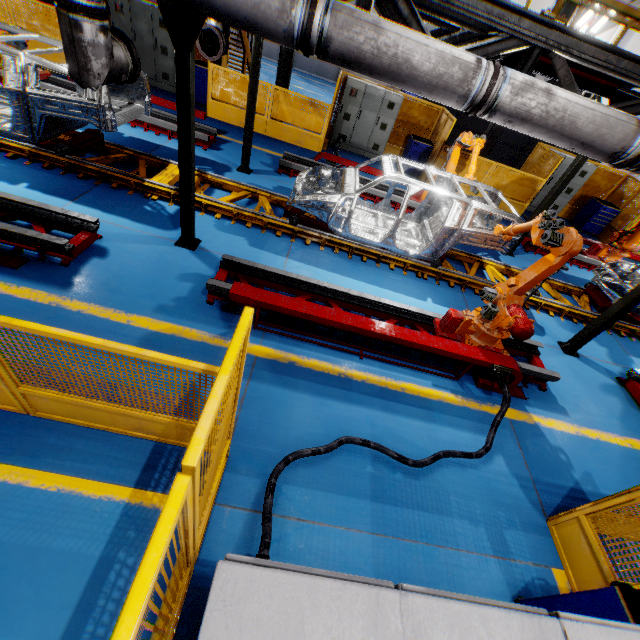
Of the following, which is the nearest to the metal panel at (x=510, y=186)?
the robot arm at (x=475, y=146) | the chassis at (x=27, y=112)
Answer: the robot arm at (x=475, y=146)

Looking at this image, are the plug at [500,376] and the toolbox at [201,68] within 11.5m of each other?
no

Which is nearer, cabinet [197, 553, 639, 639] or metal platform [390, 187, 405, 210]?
cabinet [197, 553, 639, 639]

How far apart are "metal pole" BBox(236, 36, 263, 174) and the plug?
7.3m

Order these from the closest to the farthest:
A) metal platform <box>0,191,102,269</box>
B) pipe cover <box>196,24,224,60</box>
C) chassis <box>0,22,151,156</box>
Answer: metal platform <box>0,191,102,269</box>
chassis <box>0,22,151,156</box>
pipe cover <box>196,24,224,60</box>

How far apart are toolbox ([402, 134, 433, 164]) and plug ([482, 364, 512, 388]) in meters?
9.5

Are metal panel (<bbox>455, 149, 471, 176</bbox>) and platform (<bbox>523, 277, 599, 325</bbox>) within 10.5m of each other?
yes

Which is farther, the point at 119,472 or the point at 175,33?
the point at 175,33
